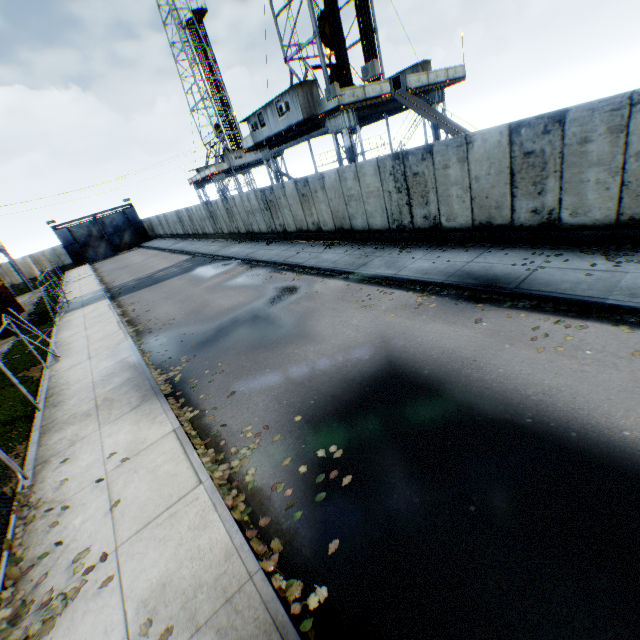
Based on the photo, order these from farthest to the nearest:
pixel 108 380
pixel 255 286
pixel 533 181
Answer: pixel 255 286
pixel 108 380
pixel 533 181

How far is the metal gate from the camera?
46.3m

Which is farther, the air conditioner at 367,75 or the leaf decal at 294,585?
the air conditioner at 367,75

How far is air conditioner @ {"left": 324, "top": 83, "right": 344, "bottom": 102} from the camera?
16.3 meters

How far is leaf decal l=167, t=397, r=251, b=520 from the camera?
4.90m

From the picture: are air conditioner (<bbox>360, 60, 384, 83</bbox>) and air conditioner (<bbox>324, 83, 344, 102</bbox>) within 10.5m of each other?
yes

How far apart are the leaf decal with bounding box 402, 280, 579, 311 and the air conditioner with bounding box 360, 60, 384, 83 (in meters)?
10.45

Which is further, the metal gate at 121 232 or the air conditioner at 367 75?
the metal gate at 121 232
